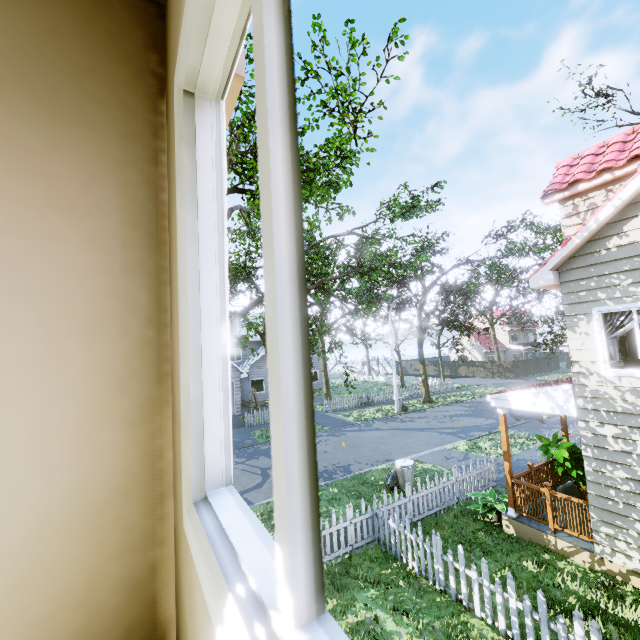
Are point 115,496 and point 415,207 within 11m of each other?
no

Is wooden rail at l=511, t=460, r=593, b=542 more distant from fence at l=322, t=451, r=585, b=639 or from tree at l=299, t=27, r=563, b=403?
tree at l=299, t=27, r=563, b=403

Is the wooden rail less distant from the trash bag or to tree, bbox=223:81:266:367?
the trash bag

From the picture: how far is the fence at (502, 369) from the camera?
40.2m

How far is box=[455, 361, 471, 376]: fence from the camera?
45.1m

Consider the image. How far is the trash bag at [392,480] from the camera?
11.16m

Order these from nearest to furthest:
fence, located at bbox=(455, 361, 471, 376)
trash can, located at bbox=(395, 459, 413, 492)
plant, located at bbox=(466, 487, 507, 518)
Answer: plant, located at bbox=(466, 487, 507, 518)
trash can, located at bbox=(395, 459, 413, 492)
fence, located at bbox=(455, 361, 471, 376)

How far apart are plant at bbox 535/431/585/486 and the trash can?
3.75m
